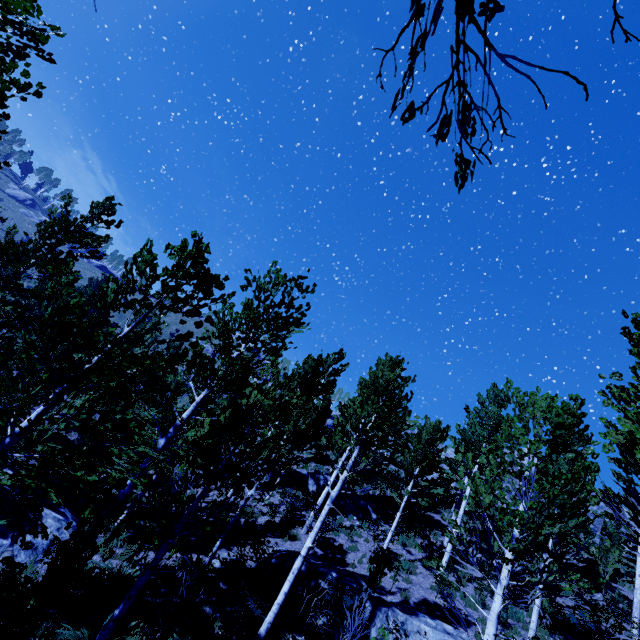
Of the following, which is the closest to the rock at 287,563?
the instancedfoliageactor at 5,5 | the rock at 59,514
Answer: the instancedfoliageactor at 5,5

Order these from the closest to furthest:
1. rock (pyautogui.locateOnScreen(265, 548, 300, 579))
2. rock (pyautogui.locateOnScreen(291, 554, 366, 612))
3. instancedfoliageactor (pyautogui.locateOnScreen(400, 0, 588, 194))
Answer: instancedfoliageactor (pyautogui.locateOnScreen(400, 0, 588, 194)), rock (pyautogui.locateOnScreen(291, 554, 366, 612)), rock (pyautogui.locateOnScreen(265, 548, 300, 579))

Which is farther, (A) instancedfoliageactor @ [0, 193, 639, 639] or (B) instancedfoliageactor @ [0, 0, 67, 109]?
(A) instancedfoliageactor @ [0, 193, 639, 639]

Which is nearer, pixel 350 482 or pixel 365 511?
pixel 365 511

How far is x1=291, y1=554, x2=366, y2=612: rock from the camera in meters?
10.8

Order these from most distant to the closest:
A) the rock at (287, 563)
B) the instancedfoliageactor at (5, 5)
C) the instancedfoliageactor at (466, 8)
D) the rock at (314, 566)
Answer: the rock at (287, 563) → the rock at (314, 566) → the instancedfoliageactor at (5, 5) → the instancedfoliageactor at (466, 8)

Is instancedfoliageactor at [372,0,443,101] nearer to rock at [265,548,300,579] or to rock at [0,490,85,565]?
rock at [0,490,85,565]
